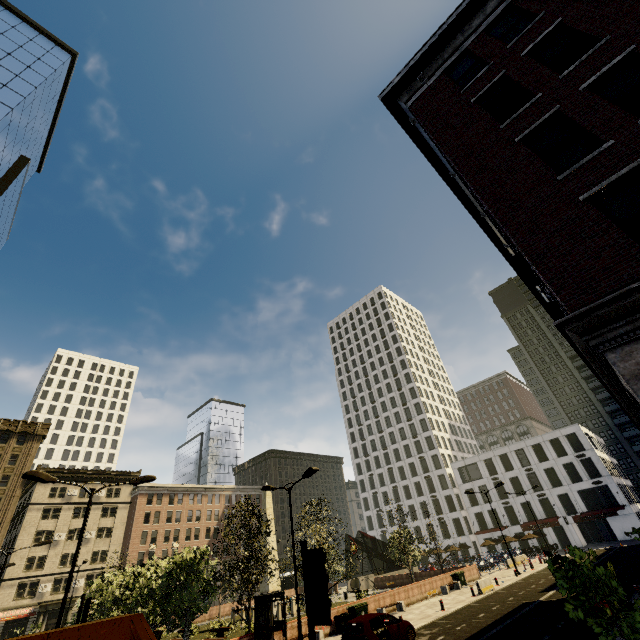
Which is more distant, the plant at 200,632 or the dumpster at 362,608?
the plant at 200,632

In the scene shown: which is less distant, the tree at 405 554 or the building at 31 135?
the tree at 405 554

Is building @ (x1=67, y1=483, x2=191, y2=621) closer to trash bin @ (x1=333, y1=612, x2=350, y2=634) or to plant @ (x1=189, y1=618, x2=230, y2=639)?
plant @ (x1=189, y1=618, x2=230, y2=639)

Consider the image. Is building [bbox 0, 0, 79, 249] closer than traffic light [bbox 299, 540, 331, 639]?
No

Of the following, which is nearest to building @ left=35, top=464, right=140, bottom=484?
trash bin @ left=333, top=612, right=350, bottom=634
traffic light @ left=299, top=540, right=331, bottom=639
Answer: traffic light @ left=299, top=540, right=331, bottom=639

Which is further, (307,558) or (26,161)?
(26,161)

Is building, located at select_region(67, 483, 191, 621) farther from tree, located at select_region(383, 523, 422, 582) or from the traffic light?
the traffic light

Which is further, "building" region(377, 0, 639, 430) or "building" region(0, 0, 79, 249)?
"building" region(0, 0, 79, 249)
